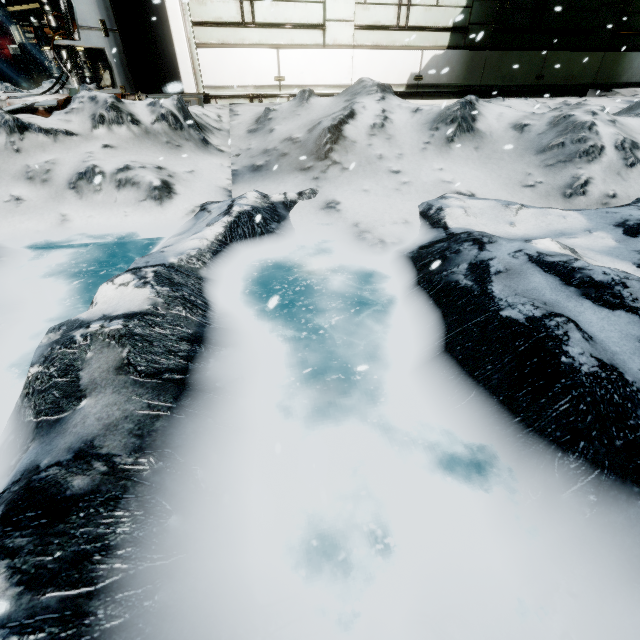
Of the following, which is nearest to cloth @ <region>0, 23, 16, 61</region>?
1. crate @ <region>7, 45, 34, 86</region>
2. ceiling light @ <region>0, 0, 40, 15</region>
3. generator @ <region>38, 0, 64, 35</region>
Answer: crate @ <region>7, 45, 34, 86</region>

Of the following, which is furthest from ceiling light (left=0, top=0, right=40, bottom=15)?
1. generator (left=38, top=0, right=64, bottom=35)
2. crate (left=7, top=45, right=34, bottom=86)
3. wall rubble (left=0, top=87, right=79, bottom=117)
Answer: wall rubble (left=0, top=87, right=79, bottom=117)

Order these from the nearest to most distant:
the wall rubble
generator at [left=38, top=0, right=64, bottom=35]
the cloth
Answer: the wall rubble → generator at [left=38, top=0, right=64, bottom=35] → the cloth

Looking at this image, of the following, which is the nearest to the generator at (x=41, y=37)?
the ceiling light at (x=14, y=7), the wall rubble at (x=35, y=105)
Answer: the ceiling light at (x=14, y=7)

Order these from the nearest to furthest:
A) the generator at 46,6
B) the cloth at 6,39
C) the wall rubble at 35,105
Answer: the wall rubble at 35,105 → the generator at 46,6 → the cloth at 6,39

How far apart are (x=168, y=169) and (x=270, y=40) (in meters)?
5.11

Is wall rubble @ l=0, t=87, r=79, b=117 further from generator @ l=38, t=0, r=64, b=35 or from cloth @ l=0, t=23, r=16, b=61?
cloth @ l=0, t=23, r=16, b=61

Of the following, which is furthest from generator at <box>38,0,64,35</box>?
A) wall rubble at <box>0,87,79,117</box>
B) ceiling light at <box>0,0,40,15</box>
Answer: wall rubble at <box>0,87,79,117</box>
